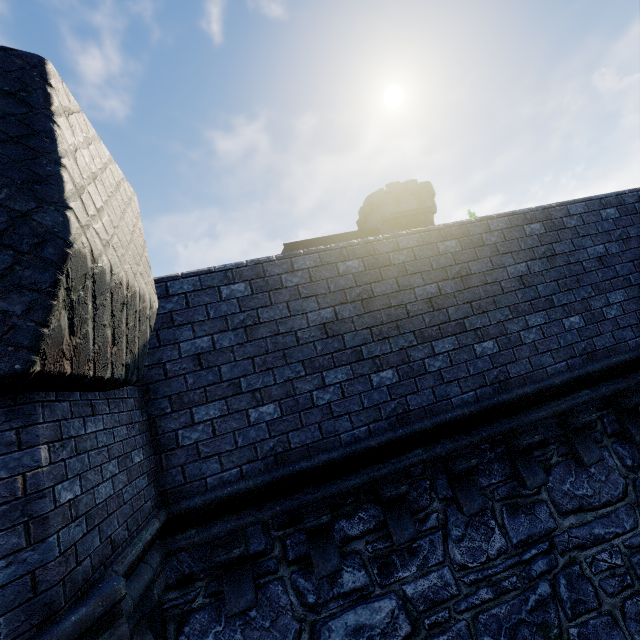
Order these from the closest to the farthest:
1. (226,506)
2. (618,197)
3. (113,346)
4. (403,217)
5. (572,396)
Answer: (113,346) → (226,506) → (572,396) → (618,197) → (403,217)

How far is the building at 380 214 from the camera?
37.2 meters

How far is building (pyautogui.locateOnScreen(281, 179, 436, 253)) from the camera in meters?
37.2 m
